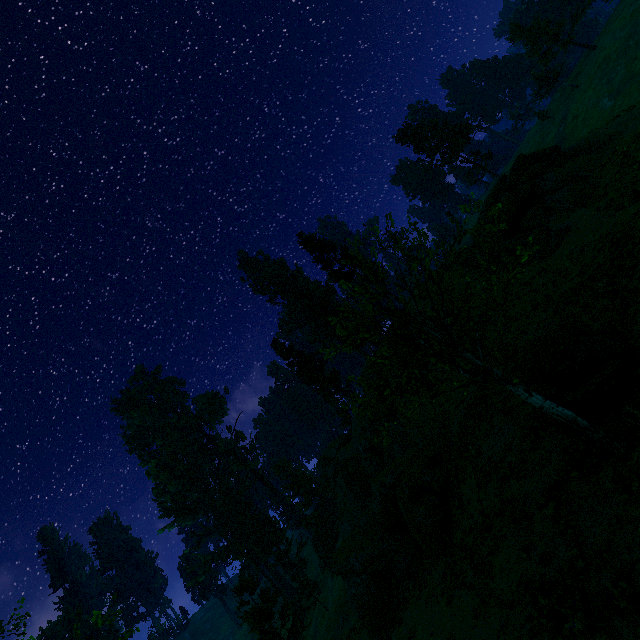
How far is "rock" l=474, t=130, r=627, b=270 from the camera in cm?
2116

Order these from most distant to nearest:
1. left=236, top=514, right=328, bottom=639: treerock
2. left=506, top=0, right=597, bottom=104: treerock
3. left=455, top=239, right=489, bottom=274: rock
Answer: left=506, top=0, right=597, bottom=104: treerock → left=236, top=514, right=328, bottom=639: treerock → left=455, top=239, right=489, bottom=274: rock

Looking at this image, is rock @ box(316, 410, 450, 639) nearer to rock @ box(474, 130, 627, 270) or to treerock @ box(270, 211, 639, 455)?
treerock @ box(270, 211, 639, 455)

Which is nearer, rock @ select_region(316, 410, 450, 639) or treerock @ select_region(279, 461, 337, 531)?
rock @ select_region(316, 410, 450, 639)

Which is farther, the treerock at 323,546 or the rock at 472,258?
the treerock at 323,546

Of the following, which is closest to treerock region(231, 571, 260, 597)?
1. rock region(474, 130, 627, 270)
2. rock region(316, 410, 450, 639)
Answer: rock region(316, 410, 450, 639)

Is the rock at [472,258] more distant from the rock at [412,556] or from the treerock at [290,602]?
the treerock at [290,602]

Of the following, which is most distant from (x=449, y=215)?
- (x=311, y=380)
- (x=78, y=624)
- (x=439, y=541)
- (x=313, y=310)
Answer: (x=313, y=310)
